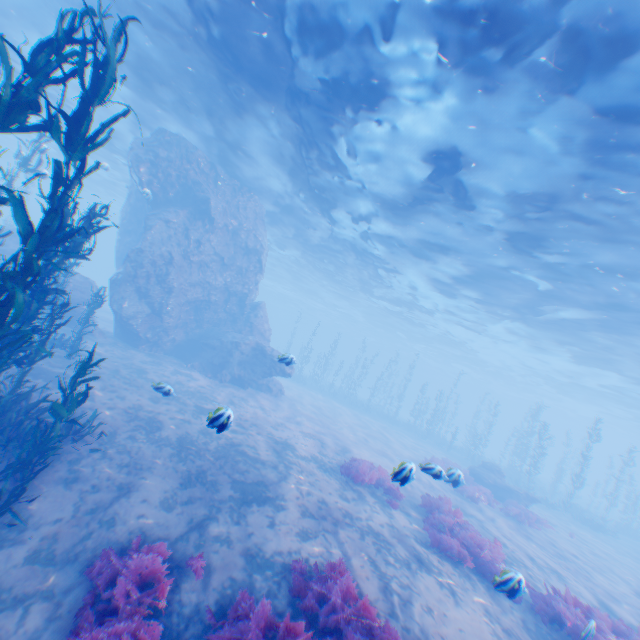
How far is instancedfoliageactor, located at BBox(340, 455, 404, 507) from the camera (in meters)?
11.68

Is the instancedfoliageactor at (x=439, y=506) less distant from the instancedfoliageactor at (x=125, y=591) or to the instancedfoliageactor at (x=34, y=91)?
the instancedfoliageactor at (x=125, y=591)

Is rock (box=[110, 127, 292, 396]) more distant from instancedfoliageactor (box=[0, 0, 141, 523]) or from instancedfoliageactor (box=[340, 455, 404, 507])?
instancedfoliageactor (box=[340, 455, 404, 507])

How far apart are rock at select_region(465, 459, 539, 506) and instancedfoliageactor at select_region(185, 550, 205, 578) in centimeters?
2013cm

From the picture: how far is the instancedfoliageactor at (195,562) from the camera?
5.8 meters

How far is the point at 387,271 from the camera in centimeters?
2762cm

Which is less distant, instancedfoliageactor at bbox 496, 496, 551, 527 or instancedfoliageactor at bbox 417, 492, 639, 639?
instancedfoliageactor at bbox 417, 492, 639, 639

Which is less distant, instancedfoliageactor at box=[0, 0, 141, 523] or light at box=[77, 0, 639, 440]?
instancedfoliageactor at box=[0, 0, 141, 523]
